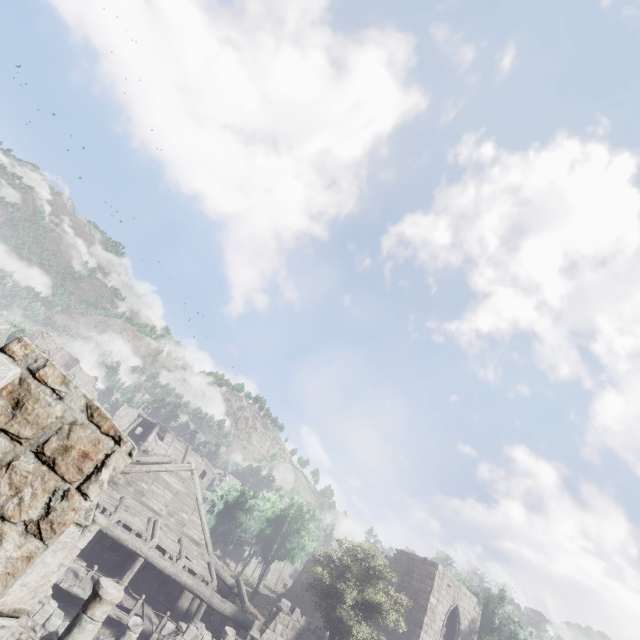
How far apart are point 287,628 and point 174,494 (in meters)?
9.21

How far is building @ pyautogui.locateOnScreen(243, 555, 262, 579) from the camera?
39.3 meters

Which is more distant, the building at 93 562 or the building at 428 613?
the building at 428 613

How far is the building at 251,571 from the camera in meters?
39.3 m

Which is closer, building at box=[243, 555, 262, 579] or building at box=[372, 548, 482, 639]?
building at box=[372, 548, 482, 639]

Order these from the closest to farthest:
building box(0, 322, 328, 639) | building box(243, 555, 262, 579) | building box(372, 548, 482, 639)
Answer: building box(0, 322, 328, 639), building box(372, 548, 482, 639), building box(243, 555, 262, 579)
